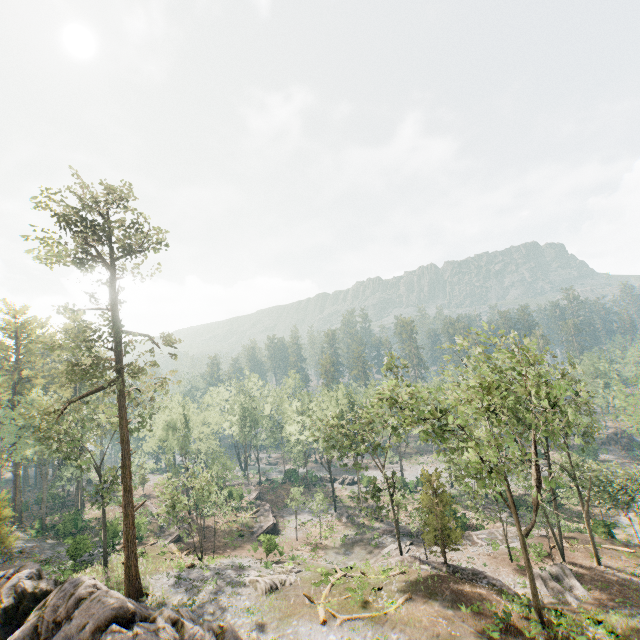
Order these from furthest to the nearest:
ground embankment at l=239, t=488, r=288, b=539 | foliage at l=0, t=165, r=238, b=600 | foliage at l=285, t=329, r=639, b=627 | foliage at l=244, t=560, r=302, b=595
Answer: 1. ground embankment at l=239, t=488, r=288, b=539
2. foliage at l=244, t=560, r=302, b=595
3. foliage at l=0, t=165, r=238, b=600
4. foliage at l=285, t=329, r=639, b=627

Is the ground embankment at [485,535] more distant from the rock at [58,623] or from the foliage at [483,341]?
the rock at [58,623]

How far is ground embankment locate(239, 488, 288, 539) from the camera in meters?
43.8 m

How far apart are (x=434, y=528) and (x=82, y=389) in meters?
51.3 m

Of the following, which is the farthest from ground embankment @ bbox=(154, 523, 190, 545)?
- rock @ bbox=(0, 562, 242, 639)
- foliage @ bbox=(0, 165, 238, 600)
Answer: rock @ bbox=(0, 562, 242, 639)

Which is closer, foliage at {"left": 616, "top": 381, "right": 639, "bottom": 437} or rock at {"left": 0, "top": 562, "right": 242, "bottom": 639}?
rock at {"left": 0, "top": 562, "right": 242, "bottom": 639}

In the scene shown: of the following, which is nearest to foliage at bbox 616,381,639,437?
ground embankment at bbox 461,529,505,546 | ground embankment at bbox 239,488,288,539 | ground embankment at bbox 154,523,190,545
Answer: ground embankment at bbox 461,529,505,546

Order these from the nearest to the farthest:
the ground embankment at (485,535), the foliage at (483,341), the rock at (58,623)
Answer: the rock at (58,623) → the foliage at (483,341) → the ground embankment at (485,535)
